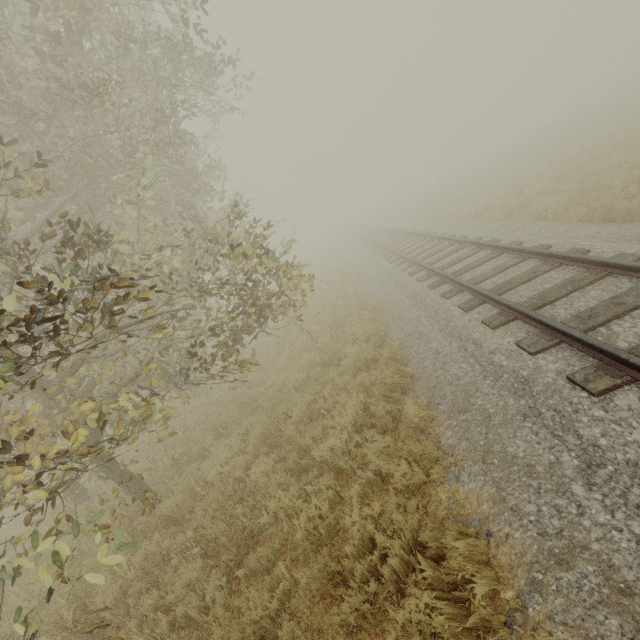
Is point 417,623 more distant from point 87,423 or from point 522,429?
point 87,423
